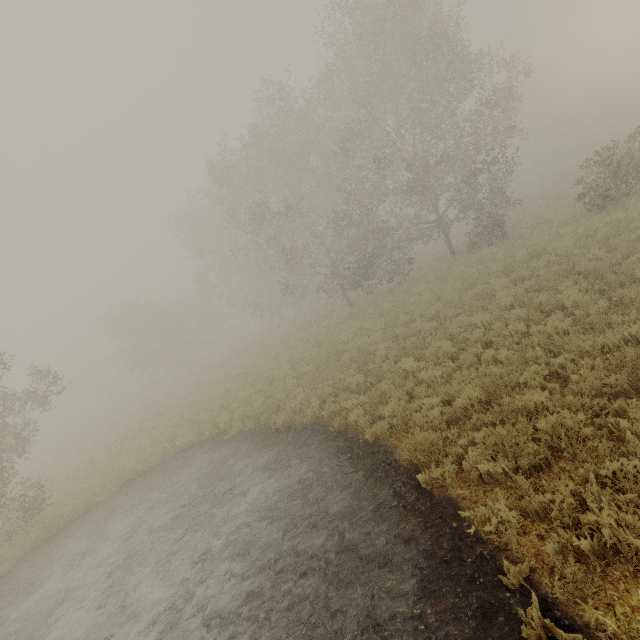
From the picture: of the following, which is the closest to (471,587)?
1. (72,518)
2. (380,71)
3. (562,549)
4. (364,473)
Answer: (562,549)
